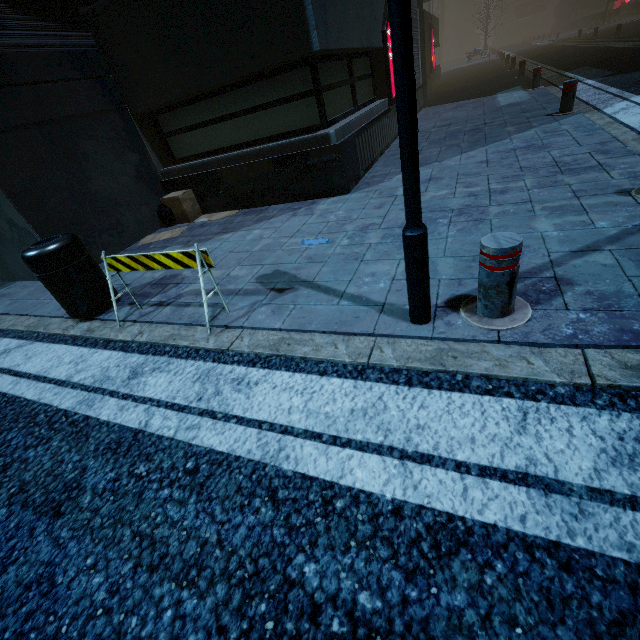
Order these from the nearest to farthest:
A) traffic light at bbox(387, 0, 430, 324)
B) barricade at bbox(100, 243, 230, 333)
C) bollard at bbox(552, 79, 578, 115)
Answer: traffic light at bbox(387, 0, 430, 324) < barricade at bbox(100, 243, 230, 333) < bollard at bbox(552, 79, 578, 115)

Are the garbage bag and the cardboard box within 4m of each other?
yes

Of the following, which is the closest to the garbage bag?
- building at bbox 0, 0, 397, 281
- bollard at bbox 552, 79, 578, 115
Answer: building at bbox 0, 0, 397, 281

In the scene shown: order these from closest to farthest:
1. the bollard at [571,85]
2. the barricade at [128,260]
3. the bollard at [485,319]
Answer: the bollard at [485,319]
the barricade at [128,260]
the bollard at [571,85]

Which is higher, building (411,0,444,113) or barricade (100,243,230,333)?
building (411,0,444,113)

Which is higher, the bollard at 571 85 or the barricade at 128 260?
the barricade at 128 260

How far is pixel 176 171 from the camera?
6.60m

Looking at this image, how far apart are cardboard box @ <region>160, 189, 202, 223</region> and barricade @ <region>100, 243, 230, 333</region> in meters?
3.5
